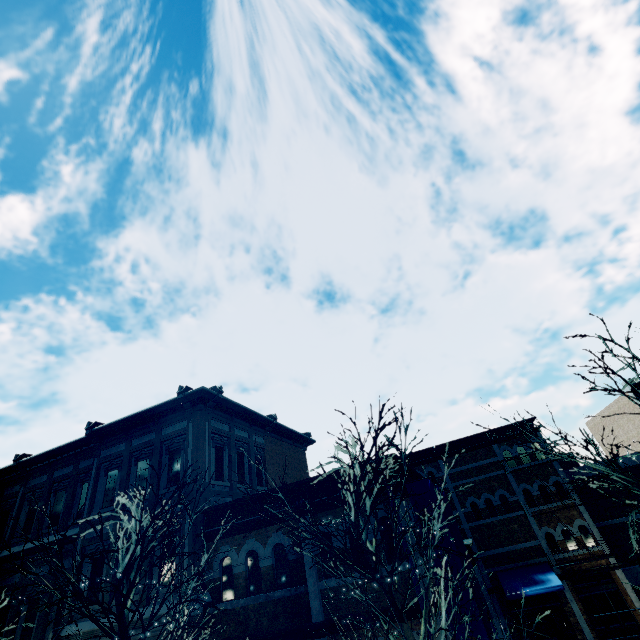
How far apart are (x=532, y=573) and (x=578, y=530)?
3.91m

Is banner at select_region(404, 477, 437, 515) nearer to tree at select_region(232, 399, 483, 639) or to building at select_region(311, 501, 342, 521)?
building at select_region(311, 501, 342, 521)

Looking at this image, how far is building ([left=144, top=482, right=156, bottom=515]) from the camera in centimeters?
1195cm

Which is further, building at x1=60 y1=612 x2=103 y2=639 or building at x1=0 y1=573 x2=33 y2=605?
building at x1=0 y1=573 x2=33 y2=605

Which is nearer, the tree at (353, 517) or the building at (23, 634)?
the tree at (353, 517)

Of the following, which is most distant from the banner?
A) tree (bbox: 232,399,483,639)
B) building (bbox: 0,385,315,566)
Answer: tree (bbox: 232,399,483,639)

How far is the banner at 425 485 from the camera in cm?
915
